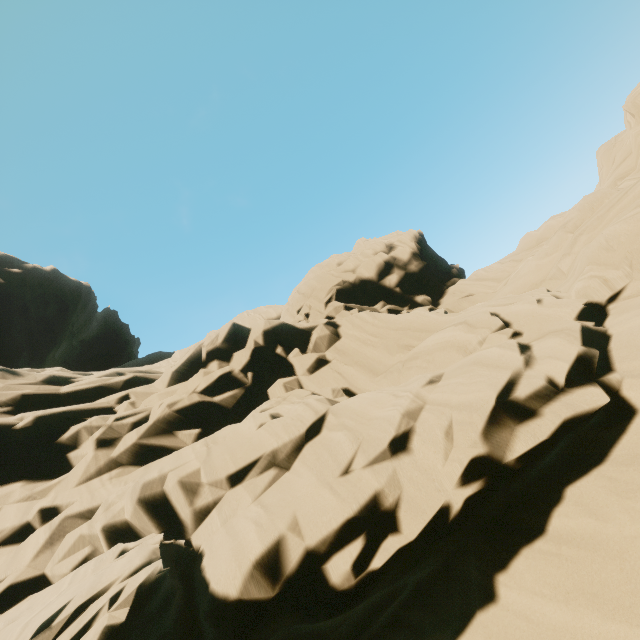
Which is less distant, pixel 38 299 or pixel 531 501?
pixel 531 501
